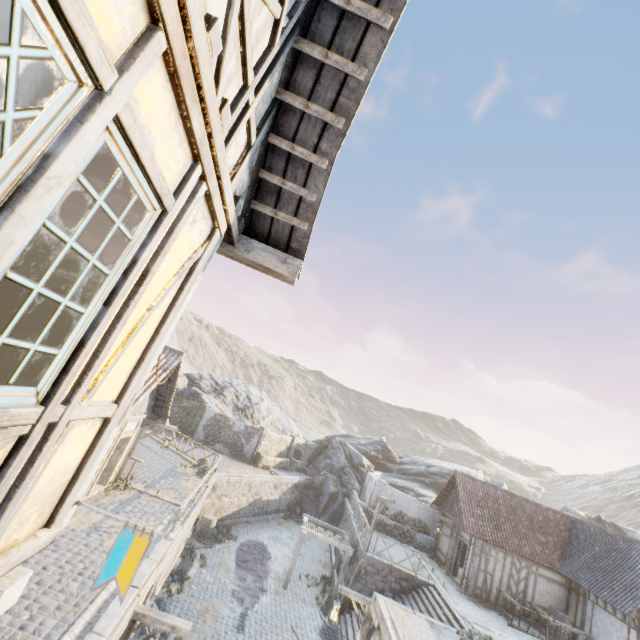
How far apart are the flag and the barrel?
20.5m

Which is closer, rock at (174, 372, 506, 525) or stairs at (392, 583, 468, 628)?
stairs at (392, 583, 468, 628)

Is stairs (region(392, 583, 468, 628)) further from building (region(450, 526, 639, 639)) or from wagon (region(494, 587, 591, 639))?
wagon (region(494, 587, 591, 639))

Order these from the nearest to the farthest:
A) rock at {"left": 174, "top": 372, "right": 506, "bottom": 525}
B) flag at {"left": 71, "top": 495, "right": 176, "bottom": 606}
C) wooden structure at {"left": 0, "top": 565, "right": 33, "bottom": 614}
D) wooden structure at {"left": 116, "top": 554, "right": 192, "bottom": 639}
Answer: wooden structure at {"left": 0, "top": 565, "right": 33, "bottom": 614} < flag at {"left": 71, "top": 495, "right": 176, "bottom": 606} < wooden structure at {"left": 116, "top": 554, "right": 192, "bottom": 639} < rock at {"left": 174, "top": 372, "right": 506, "bottom": 525}

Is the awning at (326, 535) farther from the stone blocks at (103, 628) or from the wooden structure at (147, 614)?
the wooden structure at (147, 614)

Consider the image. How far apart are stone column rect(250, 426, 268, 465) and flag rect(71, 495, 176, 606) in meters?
28.2

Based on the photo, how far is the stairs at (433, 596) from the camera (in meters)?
14.30

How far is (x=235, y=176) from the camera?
2.9 meters
